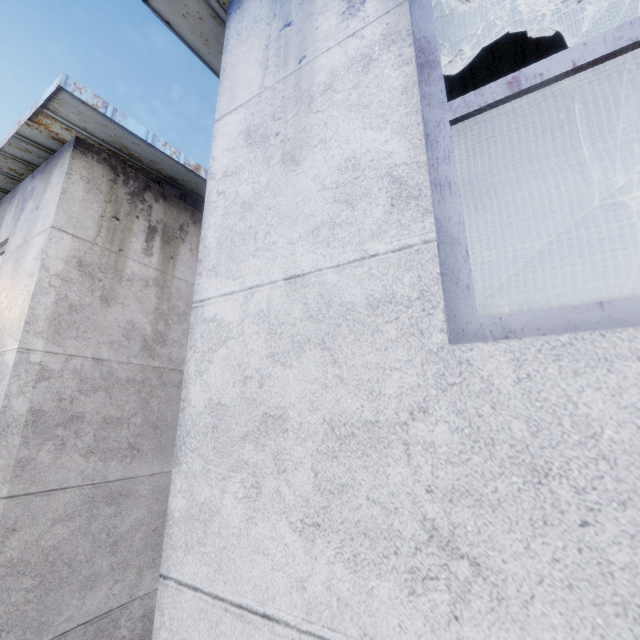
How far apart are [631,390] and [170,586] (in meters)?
1.93
